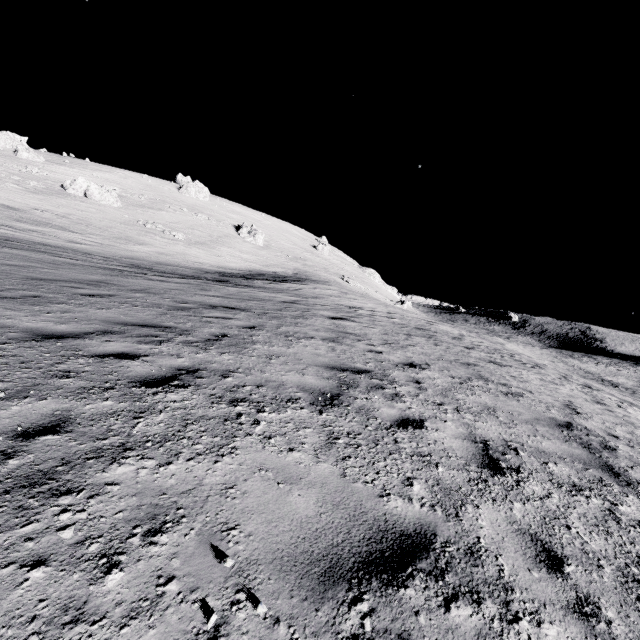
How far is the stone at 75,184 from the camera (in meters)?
45.03

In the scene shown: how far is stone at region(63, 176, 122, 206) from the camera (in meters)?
45.03

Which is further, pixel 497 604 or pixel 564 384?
pixel 564 384
